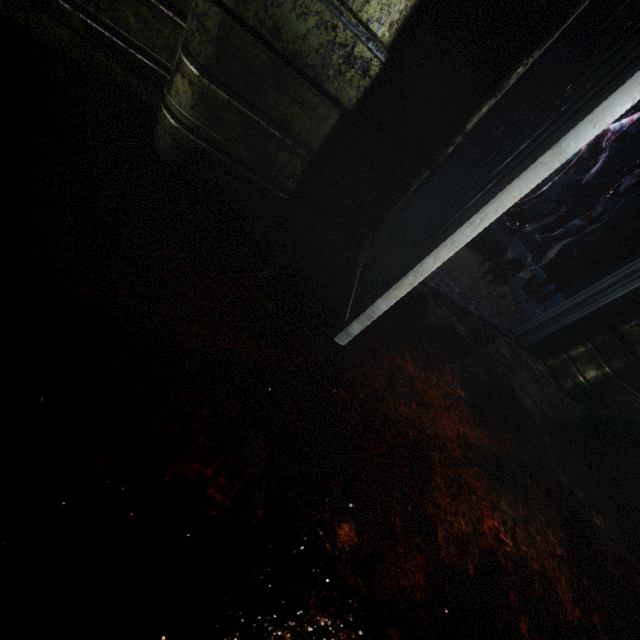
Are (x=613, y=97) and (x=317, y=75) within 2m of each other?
yes
